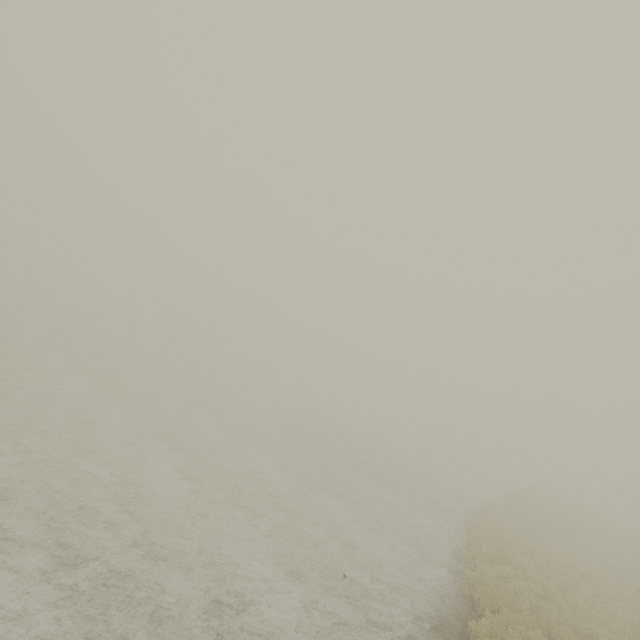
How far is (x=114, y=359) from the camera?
28.8m
